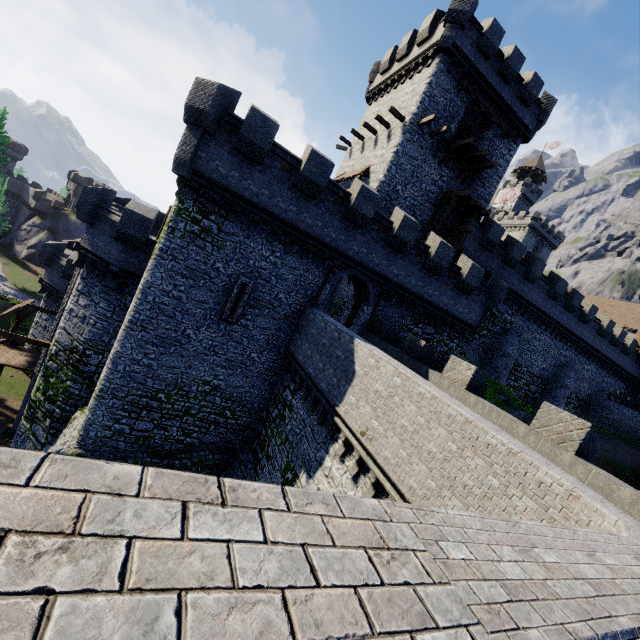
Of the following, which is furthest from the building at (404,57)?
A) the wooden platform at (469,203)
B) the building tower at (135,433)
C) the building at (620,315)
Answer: the building at (620,315)

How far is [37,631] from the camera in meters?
0.9 m

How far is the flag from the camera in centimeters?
4284cm

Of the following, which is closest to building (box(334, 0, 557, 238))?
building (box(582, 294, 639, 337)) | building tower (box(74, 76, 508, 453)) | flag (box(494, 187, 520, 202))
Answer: building tower (box(74, 76, 508, 453))

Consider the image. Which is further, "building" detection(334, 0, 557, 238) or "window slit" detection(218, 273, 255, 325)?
"building" detection(334, 0, 557, 238)

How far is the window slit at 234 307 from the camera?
15.8m

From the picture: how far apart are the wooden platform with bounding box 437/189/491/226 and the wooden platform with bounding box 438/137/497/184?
1.3m

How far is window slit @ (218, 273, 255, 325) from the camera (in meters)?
15.84
